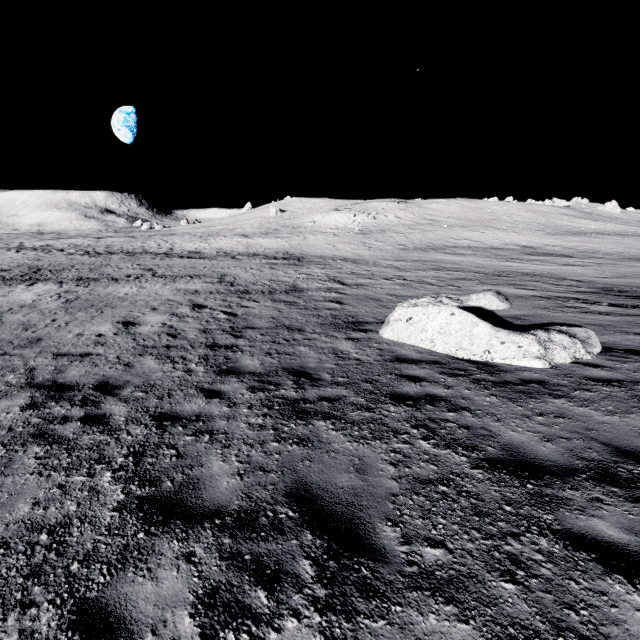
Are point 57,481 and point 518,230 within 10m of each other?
no

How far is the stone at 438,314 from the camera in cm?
752

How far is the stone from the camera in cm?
752
